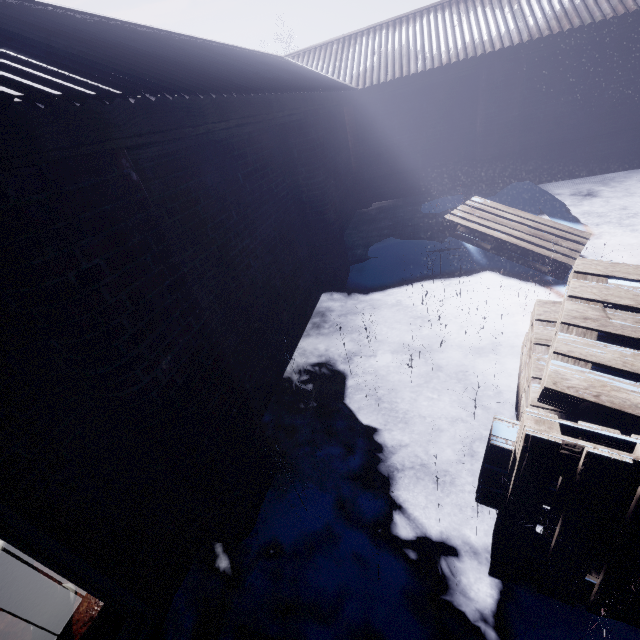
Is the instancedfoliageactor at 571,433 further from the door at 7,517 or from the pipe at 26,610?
the pipe at 26,610

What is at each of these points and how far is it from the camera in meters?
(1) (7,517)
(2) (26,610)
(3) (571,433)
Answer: (1) door, 1.1 m
(2) pipe, 1.6 m
(3) instancedfoliageactor, 1.4 m

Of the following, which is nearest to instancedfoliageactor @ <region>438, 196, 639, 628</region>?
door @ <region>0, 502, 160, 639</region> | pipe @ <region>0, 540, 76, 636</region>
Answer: door @ <region>0, 502, 160, 639</region>

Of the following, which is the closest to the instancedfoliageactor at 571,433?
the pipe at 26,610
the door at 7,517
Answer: the door at 7,517

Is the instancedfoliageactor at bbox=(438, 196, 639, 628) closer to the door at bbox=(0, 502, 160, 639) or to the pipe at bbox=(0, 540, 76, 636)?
the door at bbox=(0, 502, 160, 639)
